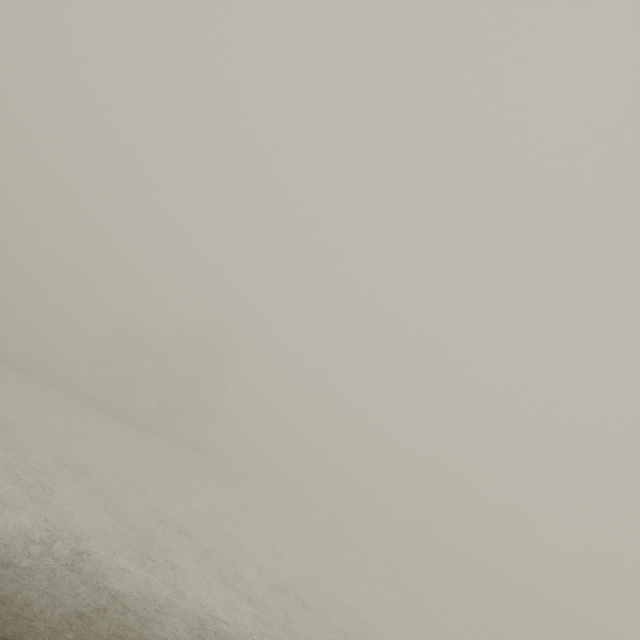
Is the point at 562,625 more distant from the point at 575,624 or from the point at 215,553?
the point at 215,553
